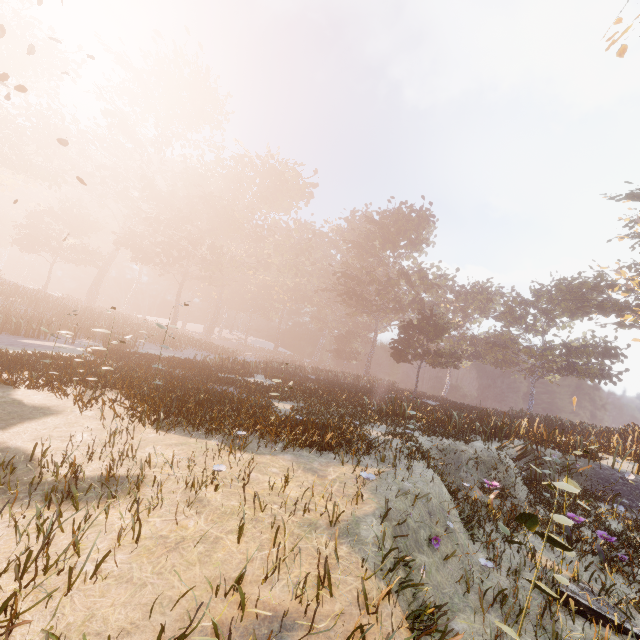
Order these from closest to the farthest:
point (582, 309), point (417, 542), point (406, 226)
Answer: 1. point (417, 542)
2. point (582, 309)
3. point (406, 226)
